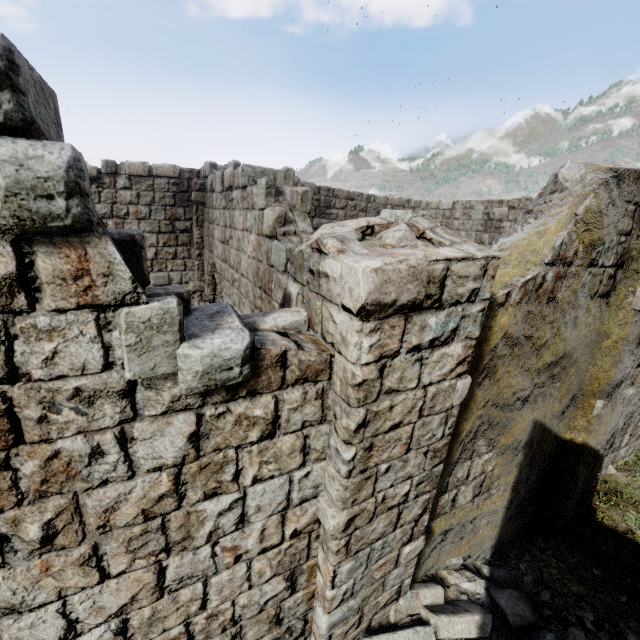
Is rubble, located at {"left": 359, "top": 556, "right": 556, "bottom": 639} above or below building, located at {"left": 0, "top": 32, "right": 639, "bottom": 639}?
below

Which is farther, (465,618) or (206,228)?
(206,228)

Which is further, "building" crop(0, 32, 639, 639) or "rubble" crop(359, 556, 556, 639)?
"rubble" crop(359, 556, 556, 639)

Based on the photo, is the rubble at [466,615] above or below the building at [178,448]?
below

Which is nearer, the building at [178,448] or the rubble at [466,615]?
the building at [178,448]
